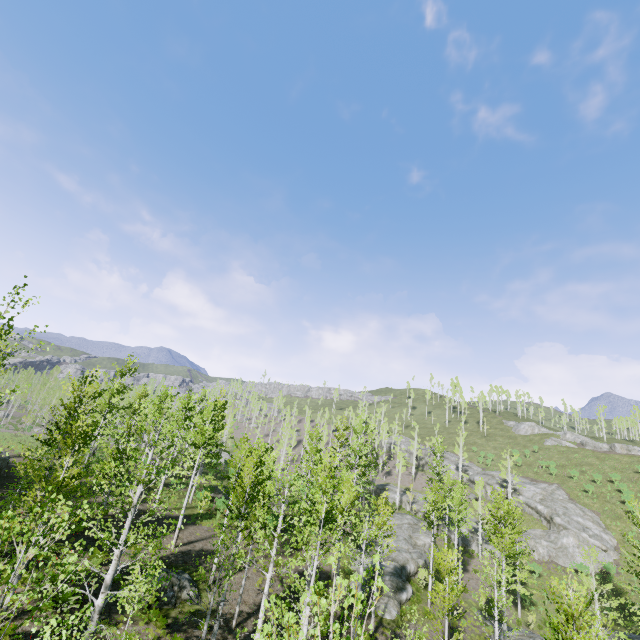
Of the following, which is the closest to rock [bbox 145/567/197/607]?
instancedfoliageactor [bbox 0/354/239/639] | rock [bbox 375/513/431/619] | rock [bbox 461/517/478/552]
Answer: instancedfoliageactor [bbox 0/354/239/639]

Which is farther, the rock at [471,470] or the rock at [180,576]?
the rock at [471,470]

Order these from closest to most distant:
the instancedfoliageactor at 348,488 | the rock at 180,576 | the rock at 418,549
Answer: the instancedfoliageactor at 348,488 → the rock at 180,576 → the rock at 418,549

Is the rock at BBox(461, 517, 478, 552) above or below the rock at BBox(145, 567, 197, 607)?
above

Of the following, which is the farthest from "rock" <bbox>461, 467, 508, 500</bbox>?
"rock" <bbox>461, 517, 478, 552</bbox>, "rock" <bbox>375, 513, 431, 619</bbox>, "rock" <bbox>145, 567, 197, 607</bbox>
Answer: "rock" <bbox>145, 567, 197, 607</bbox>

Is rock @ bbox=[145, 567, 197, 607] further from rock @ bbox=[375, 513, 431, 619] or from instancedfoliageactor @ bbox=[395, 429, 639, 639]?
rock @ bbox=[375, 513, 431, 619]

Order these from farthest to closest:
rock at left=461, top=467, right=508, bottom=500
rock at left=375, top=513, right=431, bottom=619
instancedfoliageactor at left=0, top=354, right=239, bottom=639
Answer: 1. rock at left=461, top=467, right=508, bottom=500
2. rock at left=375, top=513, right=431, bottom=619
3. instancedfoliageactor at left=0, top=354, right=239, bottom=639

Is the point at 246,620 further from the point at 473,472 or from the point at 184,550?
the point at 473,472
